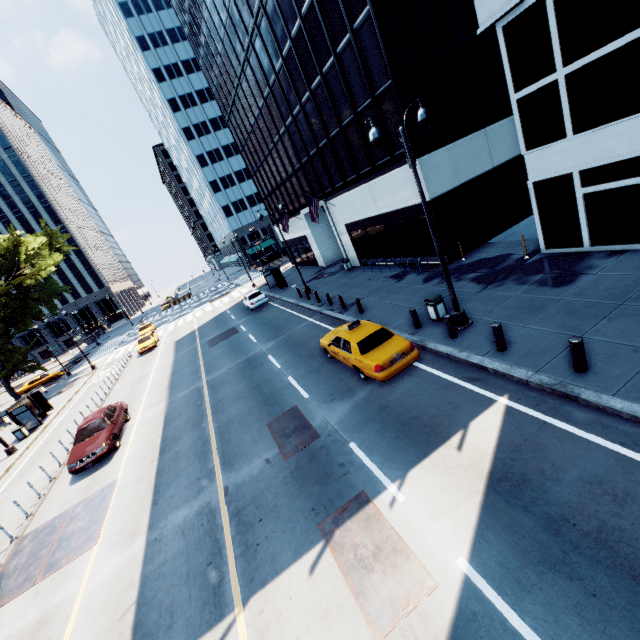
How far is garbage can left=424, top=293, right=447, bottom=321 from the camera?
12.5m

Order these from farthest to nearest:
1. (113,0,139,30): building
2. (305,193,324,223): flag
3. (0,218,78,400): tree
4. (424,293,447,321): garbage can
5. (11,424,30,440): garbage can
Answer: (113,0,139,30): building
(0,218,78,400): tree
(305,193,324,223): flag
(11,424,30,440): garbage can
(424,293,447,321): garbage can

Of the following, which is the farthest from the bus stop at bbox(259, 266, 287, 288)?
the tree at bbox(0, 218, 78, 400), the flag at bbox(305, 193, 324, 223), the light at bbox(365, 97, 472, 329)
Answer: the light at bbox(365, 97, 472, 329)

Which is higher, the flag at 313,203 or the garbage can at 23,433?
the flag at 313,203

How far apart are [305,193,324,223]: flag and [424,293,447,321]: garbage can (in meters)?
15.50

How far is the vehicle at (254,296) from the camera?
29.3 meters

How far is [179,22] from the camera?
36.4 meters

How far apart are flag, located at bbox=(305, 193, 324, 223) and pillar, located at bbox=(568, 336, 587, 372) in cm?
2117
